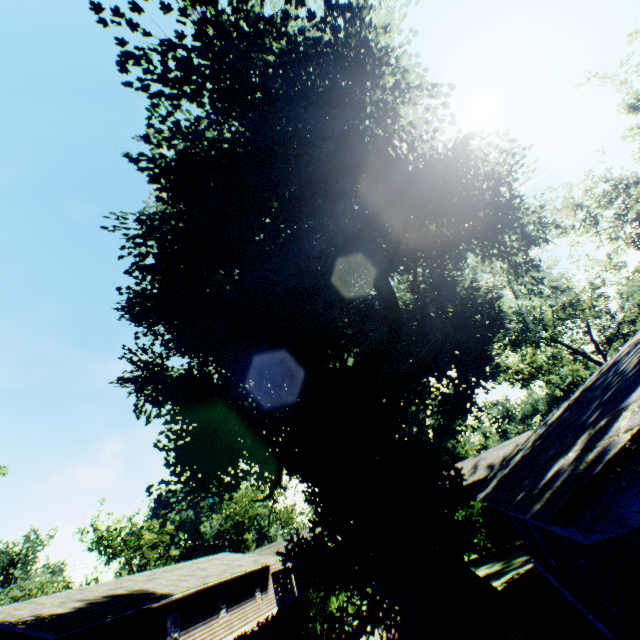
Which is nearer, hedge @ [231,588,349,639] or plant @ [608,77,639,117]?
hedge @ [231,588,349,639]

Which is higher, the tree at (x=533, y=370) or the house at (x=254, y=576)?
the tree at (x=533, y=370)

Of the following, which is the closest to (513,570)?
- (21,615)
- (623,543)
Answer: (623,543)

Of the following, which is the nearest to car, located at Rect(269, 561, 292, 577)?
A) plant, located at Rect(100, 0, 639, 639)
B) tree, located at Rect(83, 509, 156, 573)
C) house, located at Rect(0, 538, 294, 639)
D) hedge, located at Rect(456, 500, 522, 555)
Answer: house, located at Rect(0, 538, 294, 639)

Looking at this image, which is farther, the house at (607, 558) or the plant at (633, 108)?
the plant at (633, 108)

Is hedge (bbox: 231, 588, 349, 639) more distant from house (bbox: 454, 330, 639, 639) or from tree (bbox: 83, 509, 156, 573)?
tree (bbox: 83, 509, 156, 573)

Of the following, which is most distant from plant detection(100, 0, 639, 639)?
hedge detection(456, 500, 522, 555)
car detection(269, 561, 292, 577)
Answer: car detection(269, 561, 292, 577)

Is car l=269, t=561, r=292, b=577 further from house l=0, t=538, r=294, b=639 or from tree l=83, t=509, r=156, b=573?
tree l=83, t=509, r=156, b=573
